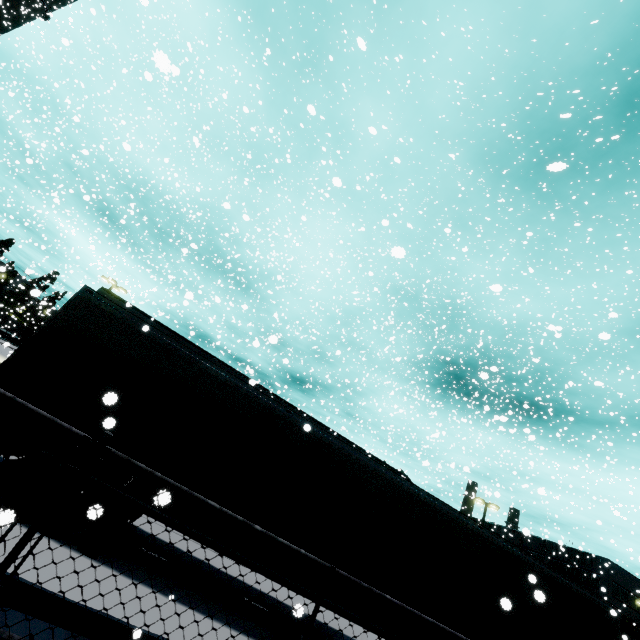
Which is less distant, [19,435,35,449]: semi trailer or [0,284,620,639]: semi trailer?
[19,435,35,449]: semi trailer

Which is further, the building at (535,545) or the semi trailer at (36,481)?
the building at (535,545)

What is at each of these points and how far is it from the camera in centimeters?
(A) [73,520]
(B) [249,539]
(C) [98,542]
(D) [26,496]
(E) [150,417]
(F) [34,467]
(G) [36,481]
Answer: (A) semi trailer, 545cm
(B) semi trailer, 607cm
(C) semi trailer, 532cm
(D) semi trailer, 521cm
(E) semi trailer, 615cm
(F) semi trailer, 535cm
(G) semi trailer, 529cm

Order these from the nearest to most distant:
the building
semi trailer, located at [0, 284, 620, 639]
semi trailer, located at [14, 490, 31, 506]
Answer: semi trailer, located at [14, 490, 31, 506]
semi trailer, located at [0, 284, 620, 639]
the building

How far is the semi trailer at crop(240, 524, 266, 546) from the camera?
6.1 meters

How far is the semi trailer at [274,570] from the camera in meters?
6.1 m

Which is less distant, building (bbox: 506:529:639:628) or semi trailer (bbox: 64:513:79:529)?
semi trailer (bbox: 64:513:79:529)
